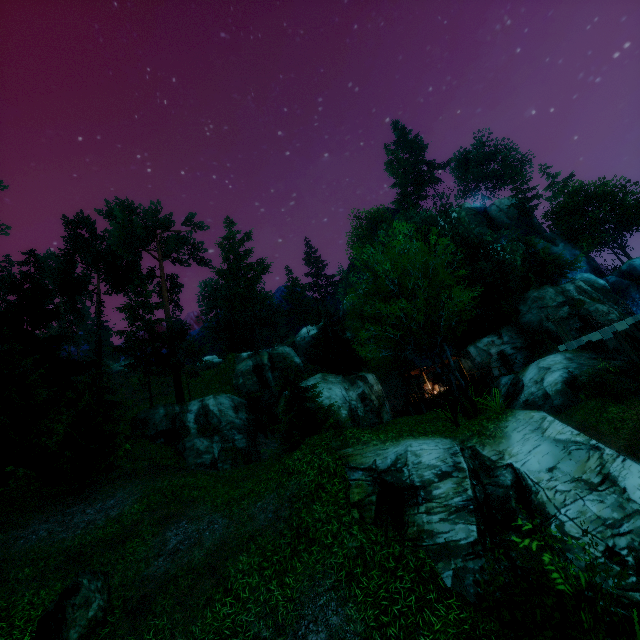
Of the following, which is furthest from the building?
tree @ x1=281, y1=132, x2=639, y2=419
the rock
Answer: the rock

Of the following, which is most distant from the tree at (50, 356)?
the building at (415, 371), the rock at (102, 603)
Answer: the building at (415, 371)

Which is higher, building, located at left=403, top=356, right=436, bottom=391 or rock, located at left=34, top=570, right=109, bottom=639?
building, located at left=403, top=356, right=436, bottom=391

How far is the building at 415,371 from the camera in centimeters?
3378cm

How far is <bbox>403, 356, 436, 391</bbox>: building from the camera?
33.8 meters

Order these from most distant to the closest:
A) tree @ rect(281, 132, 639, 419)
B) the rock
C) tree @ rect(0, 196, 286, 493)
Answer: tree @ rect(0, 196, 286, 493) → tree @ rect(281, 132, 639, 419) → the rock

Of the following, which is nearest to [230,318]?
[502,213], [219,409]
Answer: [219,409]
